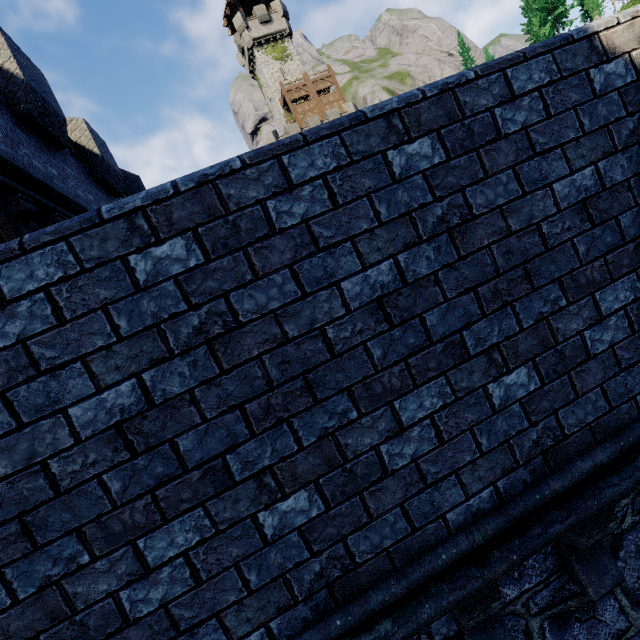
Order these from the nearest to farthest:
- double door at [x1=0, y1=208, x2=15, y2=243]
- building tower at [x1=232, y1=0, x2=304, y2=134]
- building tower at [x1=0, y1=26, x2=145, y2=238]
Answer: double door at [x1=0, y1=208, x2=15, y2=243] → building tower at [x1=0, y1=26, x2=145, y2=238] → building tower at [x1=232, y1=0, x2=304, y2=134]

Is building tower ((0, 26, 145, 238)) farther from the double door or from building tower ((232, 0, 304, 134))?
building tower ((232, 0, 304, 134))

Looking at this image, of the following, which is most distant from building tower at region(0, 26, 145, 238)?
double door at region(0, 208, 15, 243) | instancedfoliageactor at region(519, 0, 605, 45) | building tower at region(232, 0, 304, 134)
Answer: instancedfoliageactor at region(519, 0, 605, 45)

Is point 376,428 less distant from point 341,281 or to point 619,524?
point 341,281

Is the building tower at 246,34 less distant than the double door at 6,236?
No

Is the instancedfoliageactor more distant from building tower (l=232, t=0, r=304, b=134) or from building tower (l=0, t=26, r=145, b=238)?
building tower (l=0, t=26, r=145, b=238)

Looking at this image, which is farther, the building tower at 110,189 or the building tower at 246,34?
the building tower at 246,34
